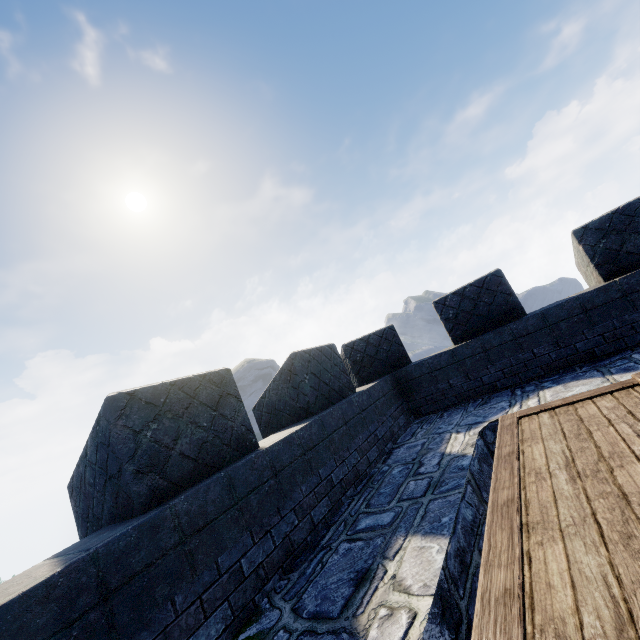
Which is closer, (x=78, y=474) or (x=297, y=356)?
(x=78, y=474)
